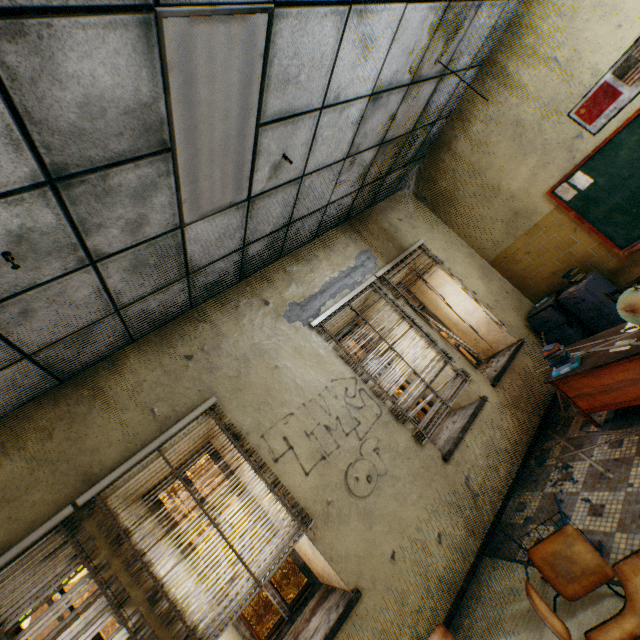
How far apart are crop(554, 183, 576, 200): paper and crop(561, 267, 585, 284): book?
1.0m

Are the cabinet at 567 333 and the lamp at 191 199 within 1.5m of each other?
no

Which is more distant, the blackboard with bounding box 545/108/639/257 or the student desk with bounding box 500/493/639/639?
the blackboard with bounding box 545/108/639/257

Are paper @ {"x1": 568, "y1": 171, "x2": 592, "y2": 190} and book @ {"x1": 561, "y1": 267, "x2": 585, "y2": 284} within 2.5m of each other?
yes

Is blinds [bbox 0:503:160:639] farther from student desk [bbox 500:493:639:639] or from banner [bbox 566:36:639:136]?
banner [bbox 566:36:639:136]

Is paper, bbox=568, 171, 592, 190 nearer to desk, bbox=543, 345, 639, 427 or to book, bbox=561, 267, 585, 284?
book, bbox=561, 267, 585, 284

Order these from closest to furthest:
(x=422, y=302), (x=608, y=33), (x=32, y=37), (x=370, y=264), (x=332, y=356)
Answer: (x=32, y=37) < (x=608, y=33) < (x=332, y=356) < (x=370, y=264) < (x=422, y=302)

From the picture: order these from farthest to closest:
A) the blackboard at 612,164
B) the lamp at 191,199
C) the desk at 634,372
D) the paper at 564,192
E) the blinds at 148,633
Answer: the paper at 564,192
the blackboard at 612,164
the desk at 634,372
the blinds at 148,633
the lamp at 191,199
